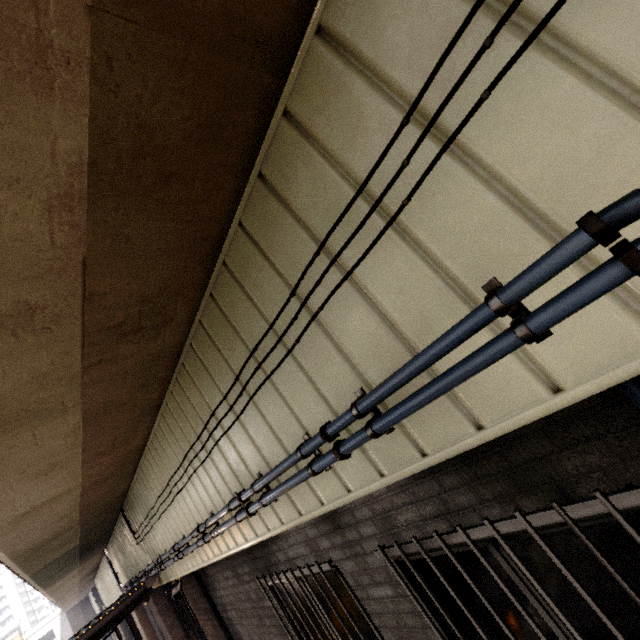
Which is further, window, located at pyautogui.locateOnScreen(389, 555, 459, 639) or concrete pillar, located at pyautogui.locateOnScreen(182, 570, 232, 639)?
concrete pillar, located at pyautogui.locateOnScreen(182, 570, 232, 639)

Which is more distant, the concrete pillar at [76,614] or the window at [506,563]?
the concrete pillar at [76,614]

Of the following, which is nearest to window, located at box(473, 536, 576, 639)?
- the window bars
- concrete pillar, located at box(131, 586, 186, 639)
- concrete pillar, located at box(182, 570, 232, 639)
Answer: the window bars

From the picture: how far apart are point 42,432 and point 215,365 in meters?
1.5 m

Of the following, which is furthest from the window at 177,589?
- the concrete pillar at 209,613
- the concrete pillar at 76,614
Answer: the concrete pillar at 76,614

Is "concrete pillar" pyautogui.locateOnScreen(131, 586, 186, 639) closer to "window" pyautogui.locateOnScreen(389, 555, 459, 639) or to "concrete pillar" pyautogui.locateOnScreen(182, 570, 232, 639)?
"concrete pillar" pyautogui.locateOnScreen(182, 570, 232, 639)

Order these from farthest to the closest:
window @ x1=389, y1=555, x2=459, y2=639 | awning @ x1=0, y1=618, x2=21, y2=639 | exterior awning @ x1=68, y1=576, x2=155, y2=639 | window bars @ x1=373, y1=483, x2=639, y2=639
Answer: awning @ x1=0, y1=618, x2=21, y2=639
exterior awning @ x1=68, y1=576, x2=155, y2=639
window @ x1=389, y1=555, x2=459, y2=639
window bars @ x1=373, y1=483, x2=639, y2=639

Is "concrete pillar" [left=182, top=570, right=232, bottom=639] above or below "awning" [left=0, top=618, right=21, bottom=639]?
below
